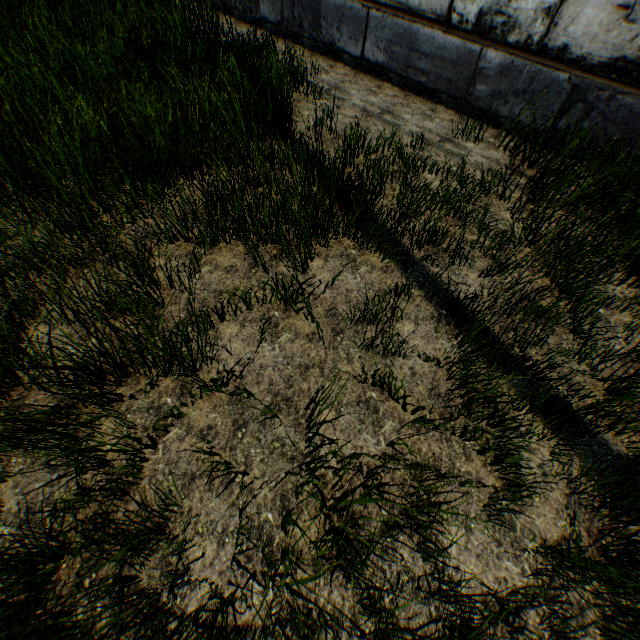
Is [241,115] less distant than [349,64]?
Yes
